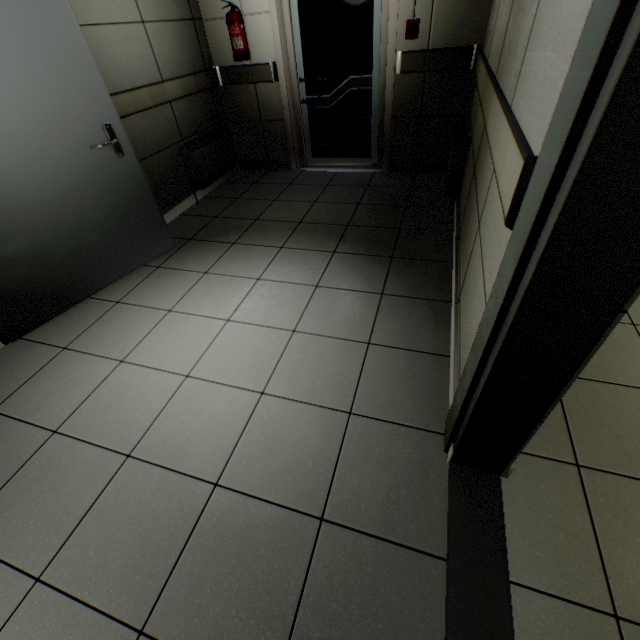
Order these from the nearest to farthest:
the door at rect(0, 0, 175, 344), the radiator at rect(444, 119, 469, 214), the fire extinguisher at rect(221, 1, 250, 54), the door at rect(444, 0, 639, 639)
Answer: the door at rect(444, 0, 639, 639) < the door at rect(0, 0, 175, 344) < the radiator at rect(444, 119, 469, 214) < the fire extinguisher at rect(221, 1, 250, 54)

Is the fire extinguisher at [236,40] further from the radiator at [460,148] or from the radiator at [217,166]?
the radiator at [460,148]

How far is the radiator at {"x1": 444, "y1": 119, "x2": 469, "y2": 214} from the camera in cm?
282

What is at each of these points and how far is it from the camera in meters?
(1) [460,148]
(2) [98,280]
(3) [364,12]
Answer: (1) radiator, 2.8
(2) door, 2.6
(3) door, 3.3

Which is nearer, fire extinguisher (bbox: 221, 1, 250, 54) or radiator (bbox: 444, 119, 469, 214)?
radiator (bbox: 444, 119, 469, 214)

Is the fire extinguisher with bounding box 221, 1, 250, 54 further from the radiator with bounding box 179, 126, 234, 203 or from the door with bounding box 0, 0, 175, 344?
the door with bounding box 0, 0, 175, 344

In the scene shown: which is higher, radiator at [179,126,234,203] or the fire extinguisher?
the fire extinguisher

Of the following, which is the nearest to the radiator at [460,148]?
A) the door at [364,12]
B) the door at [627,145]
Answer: the door at [364,12]
